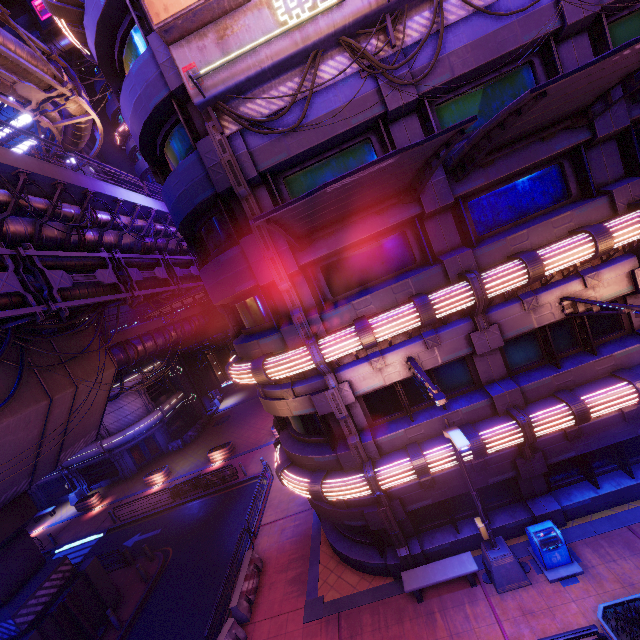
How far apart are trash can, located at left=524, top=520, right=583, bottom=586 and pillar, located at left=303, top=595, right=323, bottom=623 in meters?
7.3 m

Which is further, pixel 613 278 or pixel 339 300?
pixel 339 300

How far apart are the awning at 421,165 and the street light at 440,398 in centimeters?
452cm

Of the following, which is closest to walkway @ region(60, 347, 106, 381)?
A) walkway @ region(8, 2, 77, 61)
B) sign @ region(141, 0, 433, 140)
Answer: sign @ region(141, 0, 433, 140)

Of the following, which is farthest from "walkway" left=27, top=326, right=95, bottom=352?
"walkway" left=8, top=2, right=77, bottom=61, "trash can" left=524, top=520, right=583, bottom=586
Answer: "walkway" left=8, top=2, right=77, bottom=61

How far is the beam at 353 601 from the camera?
11.3 meters

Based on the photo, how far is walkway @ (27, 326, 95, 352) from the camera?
14.84m

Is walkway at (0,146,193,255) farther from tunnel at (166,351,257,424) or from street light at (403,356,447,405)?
street light at (403,356,447,405)
